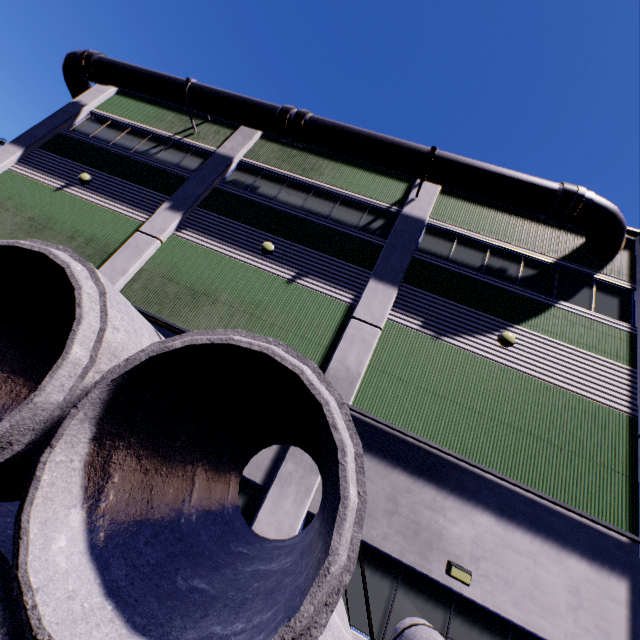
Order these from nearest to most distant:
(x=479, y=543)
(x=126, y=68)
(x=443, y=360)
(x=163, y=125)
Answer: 1. (x=479, y=543)
2. (x=443, y=360)
3. (x=126, y=68)
4. (x=163, y=125)

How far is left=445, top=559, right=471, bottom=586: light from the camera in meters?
6.6 m

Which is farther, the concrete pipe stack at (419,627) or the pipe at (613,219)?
the pipe at (613,219)

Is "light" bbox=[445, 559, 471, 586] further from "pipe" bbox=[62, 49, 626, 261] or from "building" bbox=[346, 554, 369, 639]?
"pipe" bbox=[62, 49, 626, 261]

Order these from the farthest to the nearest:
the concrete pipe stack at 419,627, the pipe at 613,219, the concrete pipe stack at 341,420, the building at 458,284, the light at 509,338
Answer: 1. the pipe at 613,219
2. the light at 509,338
3. the building at 458,284
4. the concrete pipe stack at 419,627
5. the concrete pipe stack at 341,420

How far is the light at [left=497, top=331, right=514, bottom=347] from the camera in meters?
9.2

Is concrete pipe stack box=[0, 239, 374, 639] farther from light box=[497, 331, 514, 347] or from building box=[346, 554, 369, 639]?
light box=[497, 331, 514, 347]

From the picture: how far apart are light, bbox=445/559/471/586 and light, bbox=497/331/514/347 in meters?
5.6 m
